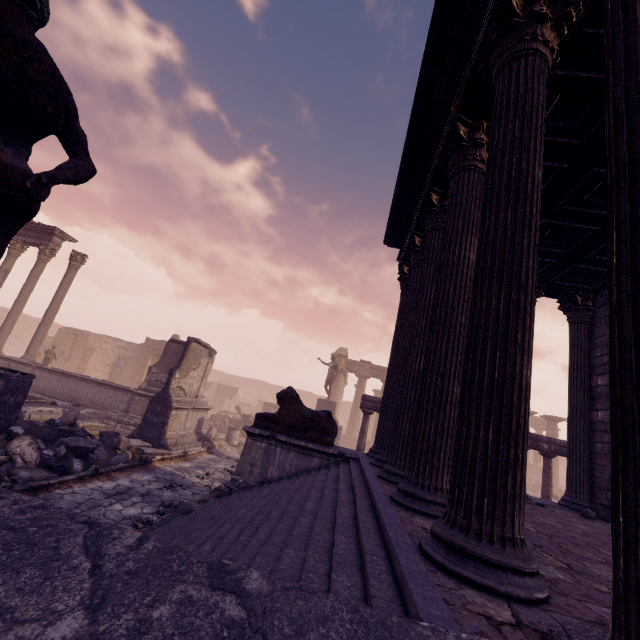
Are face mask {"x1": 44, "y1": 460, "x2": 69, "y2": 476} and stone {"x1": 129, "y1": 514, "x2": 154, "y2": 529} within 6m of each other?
yes

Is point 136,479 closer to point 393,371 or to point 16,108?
point 393,371

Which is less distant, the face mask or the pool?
the face mask

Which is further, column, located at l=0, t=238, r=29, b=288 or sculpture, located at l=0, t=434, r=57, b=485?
column, located at l=0, t=238, r=29, b=288

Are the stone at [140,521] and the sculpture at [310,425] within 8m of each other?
yes

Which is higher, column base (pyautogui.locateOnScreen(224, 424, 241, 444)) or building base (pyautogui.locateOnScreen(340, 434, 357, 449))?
building base (pyautogui.locateOnScreen(340, 434, 357, 449))

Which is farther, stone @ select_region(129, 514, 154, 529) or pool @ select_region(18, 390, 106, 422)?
pool @ select_region(18, 390, 106, 422)

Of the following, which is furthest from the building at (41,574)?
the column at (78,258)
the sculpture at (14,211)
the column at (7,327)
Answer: the column at (7,327)
